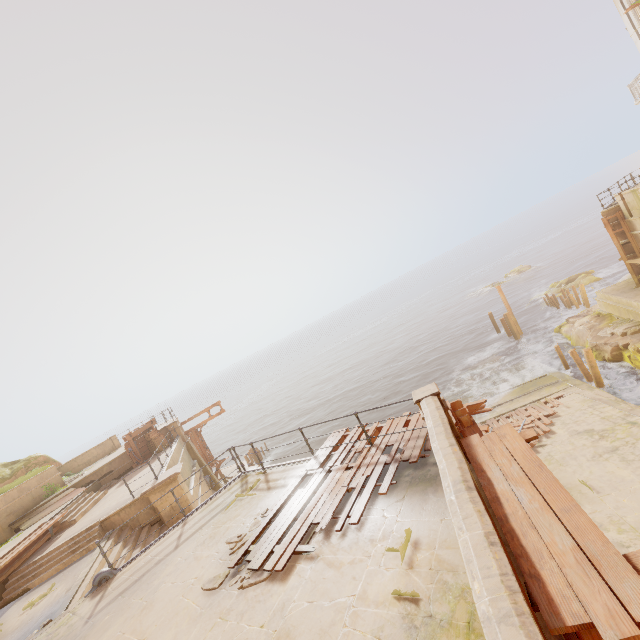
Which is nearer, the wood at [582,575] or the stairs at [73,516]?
the wood at [582,575]

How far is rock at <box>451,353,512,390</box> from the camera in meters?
26.5

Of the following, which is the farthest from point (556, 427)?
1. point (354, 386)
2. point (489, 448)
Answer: point (354, 386)

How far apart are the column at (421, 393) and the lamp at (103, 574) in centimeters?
916cm

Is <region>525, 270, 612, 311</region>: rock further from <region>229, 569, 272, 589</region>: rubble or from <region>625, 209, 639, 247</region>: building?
<region>229, 569, 272, 589</region>: rubble

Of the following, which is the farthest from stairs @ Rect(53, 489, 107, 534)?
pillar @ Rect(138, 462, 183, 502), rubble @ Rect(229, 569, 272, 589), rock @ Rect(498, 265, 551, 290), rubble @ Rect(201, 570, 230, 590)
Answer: rock @ Rect(498, 265, 551, 290)

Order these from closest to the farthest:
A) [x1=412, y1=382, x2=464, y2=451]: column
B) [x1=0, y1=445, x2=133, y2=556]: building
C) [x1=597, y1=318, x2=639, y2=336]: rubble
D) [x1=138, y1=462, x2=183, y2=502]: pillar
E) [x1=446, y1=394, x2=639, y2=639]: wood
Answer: [x1=446, y1=394, x2=639, y2=639]: wood, [x1=412, y1=382, x2=464, y2=451]: column, [x1=138, y1=462, x2=183, y2=502]: pillar, [x1=0, y1=445, x2=133, y2=556]: building, [x1=597, y1=318, x2=639, y2=336]: rubble

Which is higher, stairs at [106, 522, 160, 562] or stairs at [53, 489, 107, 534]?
stairs at [53, 489, 107, 534]
